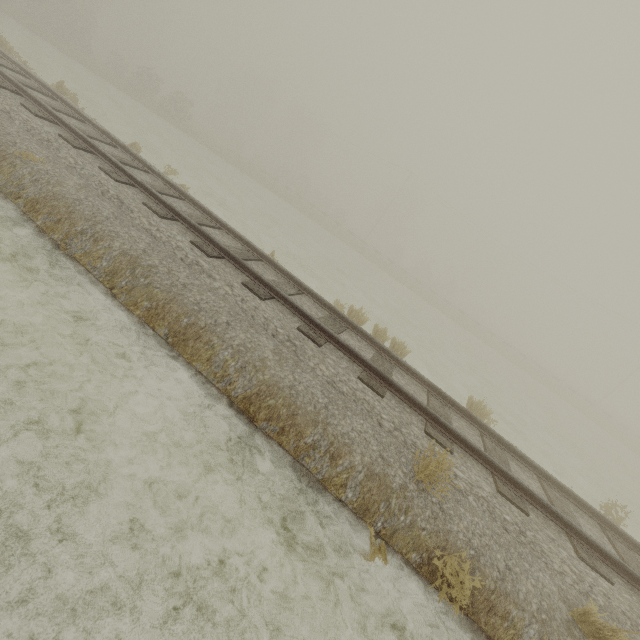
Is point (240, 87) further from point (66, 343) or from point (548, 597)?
point (548, 597)
